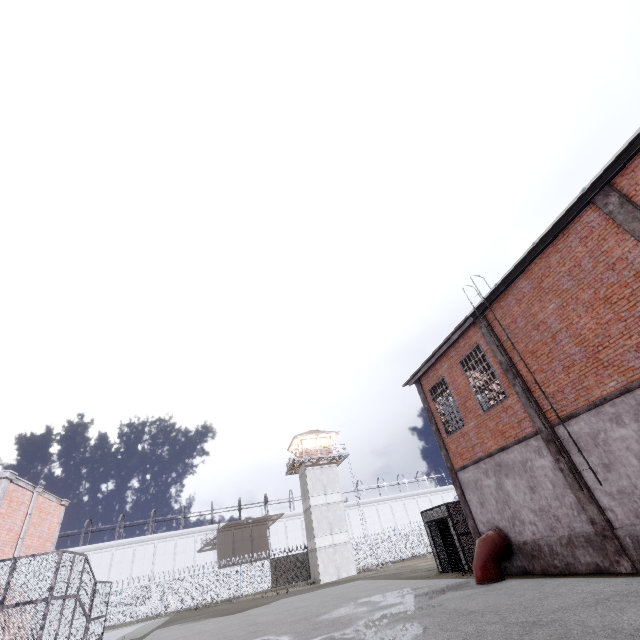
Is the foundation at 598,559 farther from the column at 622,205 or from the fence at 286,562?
the fence at 286,562

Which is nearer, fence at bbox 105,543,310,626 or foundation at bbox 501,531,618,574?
foundation at bbox 501,531,618,574

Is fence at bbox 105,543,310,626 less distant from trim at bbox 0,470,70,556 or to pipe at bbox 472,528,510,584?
trim at bbox 0,470,70,556

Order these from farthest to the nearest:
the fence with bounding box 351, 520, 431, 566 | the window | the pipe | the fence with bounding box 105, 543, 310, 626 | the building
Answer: the fence with bounding box 351, 520, 431, 566 → the building → the fence with bounding box 105, 543, 310, 626 → the pipe → the window

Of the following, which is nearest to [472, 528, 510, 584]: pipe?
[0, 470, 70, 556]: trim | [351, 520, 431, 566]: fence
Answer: [0, 470, 70, 556]: trim

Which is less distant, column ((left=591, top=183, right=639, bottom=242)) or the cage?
column ((left=591, top=183, right=639, bottom=242))

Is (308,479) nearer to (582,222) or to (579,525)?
(579,525)

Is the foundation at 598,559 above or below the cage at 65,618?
below
